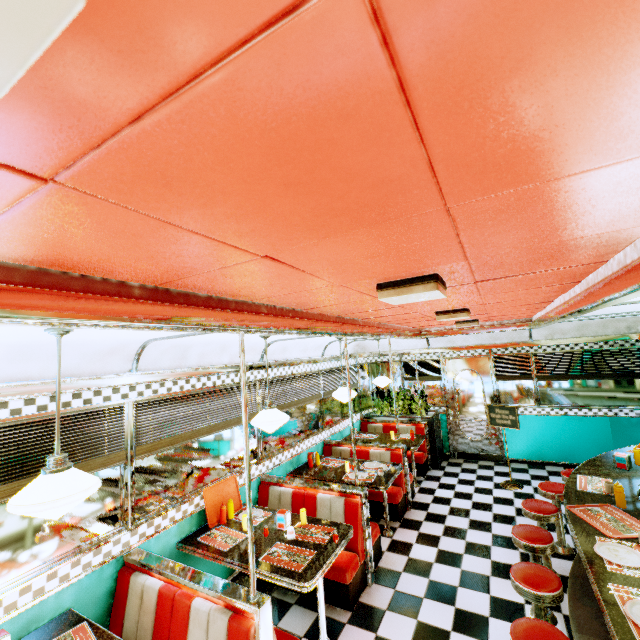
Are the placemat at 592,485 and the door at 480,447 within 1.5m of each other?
no

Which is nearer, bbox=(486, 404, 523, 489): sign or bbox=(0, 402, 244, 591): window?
bbox=(0, 402, 244, 591): window

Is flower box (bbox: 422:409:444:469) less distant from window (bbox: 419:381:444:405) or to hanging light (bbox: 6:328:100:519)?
window (bbox: 419:381:444:405)

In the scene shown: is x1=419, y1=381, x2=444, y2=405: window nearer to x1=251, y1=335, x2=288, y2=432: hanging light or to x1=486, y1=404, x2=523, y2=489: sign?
x1=486, y1=404, x2=523, y2=489: sign

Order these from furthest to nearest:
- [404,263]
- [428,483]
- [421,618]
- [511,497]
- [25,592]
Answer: [428,483] < [511,497] < [421,618] < [25,592] < [404,263]

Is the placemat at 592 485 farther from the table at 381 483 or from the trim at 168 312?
the table at 381 483

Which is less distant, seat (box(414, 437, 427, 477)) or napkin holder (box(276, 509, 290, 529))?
napkin holder (box(276, 509, 290, 529))

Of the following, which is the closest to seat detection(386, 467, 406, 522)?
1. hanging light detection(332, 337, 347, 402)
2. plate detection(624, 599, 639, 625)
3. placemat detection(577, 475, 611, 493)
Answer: hanging light detection(332, 337, 347, 402)
